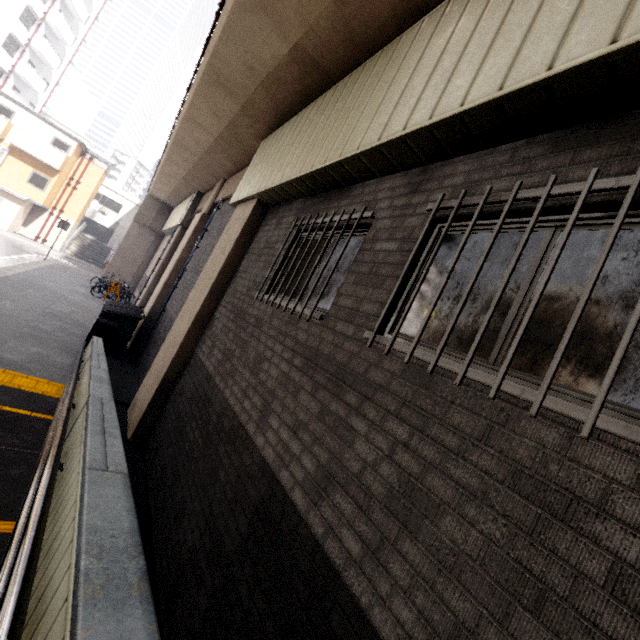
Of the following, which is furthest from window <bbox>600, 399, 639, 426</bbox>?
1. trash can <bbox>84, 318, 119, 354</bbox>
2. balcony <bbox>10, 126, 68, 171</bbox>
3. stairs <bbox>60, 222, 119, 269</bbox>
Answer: stairs <bbox>60, 222, 119, 269</bbox>

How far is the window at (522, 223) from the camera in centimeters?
214cm

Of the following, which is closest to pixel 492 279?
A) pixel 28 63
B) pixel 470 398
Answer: pixel 470 398

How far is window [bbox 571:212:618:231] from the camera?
1.8m

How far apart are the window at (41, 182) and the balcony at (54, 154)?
0.84m

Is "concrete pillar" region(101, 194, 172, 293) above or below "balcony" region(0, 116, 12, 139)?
below

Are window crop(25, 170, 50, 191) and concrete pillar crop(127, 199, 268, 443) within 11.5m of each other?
no

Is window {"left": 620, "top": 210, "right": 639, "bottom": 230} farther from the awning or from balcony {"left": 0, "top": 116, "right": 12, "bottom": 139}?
the awning
